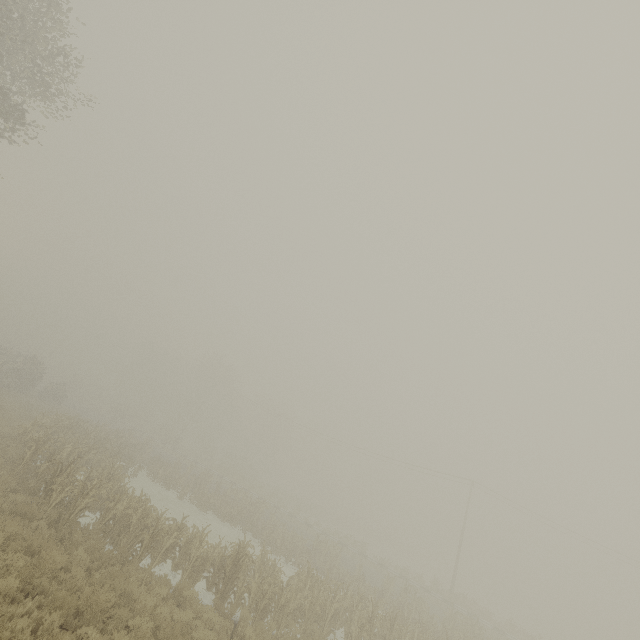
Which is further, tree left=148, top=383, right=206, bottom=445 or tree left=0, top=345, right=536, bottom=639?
tree left=148, top=383, right=206, bottom=445

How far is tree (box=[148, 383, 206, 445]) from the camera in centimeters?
4856cm

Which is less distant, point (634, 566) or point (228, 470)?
point (634, 566)

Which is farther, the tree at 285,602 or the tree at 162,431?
the tree at 162,431

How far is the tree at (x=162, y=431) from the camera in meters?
48.6 m
